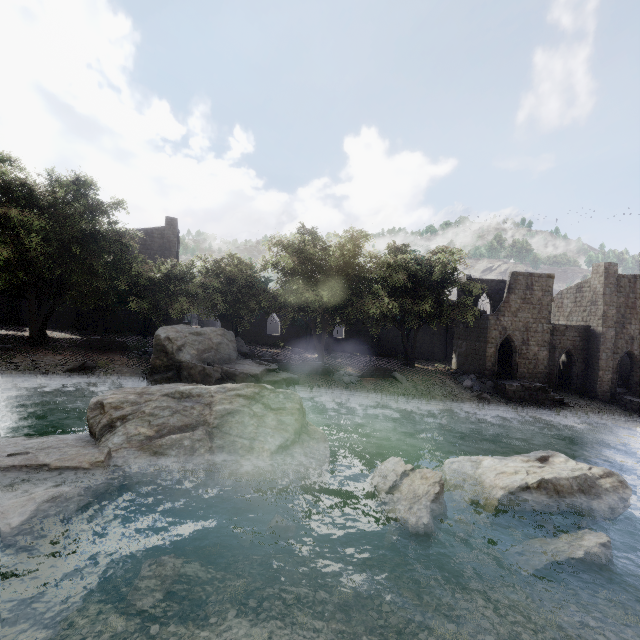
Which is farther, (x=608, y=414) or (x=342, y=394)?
(x=608, y=414)

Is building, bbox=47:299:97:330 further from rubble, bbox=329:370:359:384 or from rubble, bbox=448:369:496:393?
rubble, bbox=329:370:359:384

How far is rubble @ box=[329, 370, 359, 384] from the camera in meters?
24.7 m

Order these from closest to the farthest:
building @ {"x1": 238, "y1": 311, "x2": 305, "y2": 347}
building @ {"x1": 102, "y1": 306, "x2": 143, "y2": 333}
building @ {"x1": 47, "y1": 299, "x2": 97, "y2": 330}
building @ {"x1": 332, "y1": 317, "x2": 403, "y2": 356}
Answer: building @ {"x1": 47, "y1": 299, "x2": 97, "y2": 330} < building @ {"x1": 102, "y1": 306, "x2": 143, "y2": 333} < building @ {"x1": 238, "y1": 311, "x2": 305, "y2": 347} < building @ {"x1": 332, "y1": 317, "x2": 403, "y2": 356}

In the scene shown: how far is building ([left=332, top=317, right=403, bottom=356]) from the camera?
41.4m

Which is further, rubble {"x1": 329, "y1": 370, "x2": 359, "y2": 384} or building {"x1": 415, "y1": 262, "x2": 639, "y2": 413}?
building {"x1": 415, "y1": 262, "x2": 639, "y2": 413}

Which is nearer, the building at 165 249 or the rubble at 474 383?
the rubble at 474 383

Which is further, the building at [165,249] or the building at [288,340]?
the building at [288,340]
